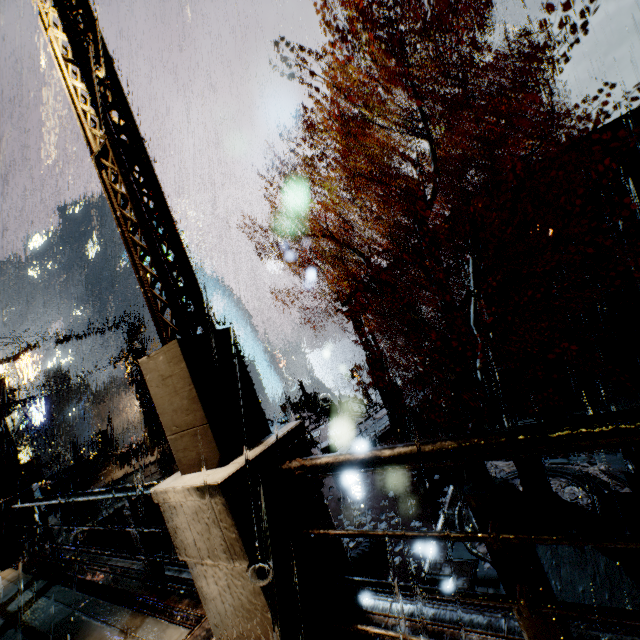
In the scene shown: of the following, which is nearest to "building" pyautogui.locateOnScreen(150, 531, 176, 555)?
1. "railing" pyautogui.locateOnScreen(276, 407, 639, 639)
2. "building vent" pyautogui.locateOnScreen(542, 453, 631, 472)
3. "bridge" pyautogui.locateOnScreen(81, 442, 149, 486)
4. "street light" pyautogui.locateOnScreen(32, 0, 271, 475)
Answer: "bridge" pyautogui.locateOnScreen(81, 442, 149, 486)

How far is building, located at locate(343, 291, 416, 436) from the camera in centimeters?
1759cm

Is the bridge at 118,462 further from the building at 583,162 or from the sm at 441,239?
the sm at 441,239

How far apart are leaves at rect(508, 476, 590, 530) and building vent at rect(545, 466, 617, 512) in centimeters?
0cm

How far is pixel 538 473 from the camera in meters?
8.5

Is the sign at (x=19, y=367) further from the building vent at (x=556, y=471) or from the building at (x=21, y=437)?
the building vent at (x=556, y=471)

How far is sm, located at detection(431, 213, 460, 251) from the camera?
16.8m

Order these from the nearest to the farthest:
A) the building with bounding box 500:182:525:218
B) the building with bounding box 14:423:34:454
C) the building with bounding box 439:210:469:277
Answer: the building with bounding box 500:182:525:218 < the building with bounding box 439:210:469:277 < the building with bounding box 14:423:34:454
